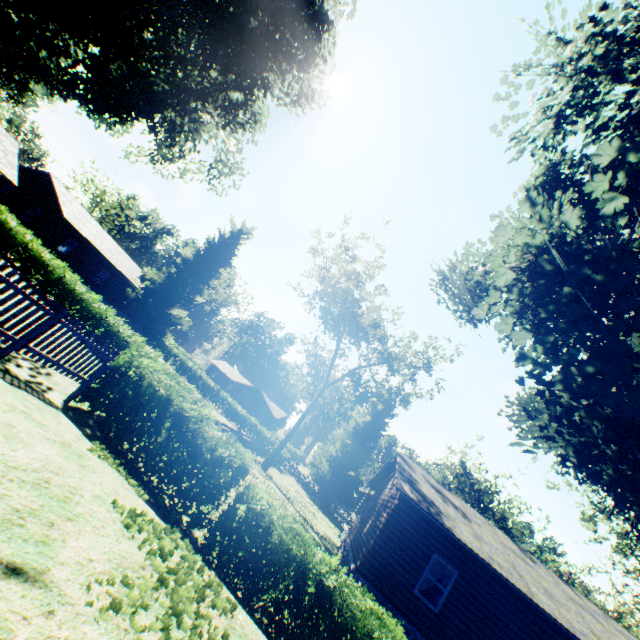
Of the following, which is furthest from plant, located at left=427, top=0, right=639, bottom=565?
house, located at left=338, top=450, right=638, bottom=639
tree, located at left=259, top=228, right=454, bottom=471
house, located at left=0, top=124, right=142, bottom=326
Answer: tree, located at left=259, top=228, right=454, bottom=471

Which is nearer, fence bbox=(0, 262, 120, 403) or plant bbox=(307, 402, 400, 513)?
fence bbox=(0, 262, 120, 403)

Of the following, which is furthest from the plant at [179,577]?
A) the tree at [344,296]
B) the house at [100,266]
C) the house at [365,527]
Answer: the tree at [344,296]

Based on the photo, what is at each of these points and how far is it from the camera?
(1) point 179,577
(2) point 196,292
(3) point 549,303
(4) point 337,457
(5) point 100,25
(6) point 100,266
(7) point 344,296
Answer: (1) plant, 3.2 meters
(2) plant, 40.6 meters
(3) plant, 8.4 meters
(4) plant, 36.9 meters
(5) plant, 16.4 meters
(6) house, 34.1 meters
(7) tree, 29.6 meters

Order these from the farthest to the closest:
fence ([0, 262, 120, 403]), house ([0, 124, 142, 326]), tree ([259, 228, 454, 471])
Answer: house ([0, 124, 142, 326])
tree ([259, 228, 454, 471])
fence ([0, 262, 120, 403])

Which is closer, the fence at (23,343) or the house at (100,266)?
the fence at (23,343)
